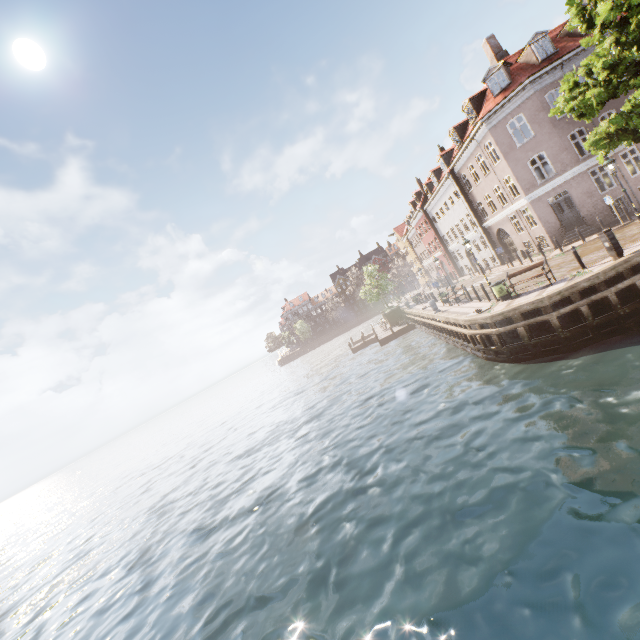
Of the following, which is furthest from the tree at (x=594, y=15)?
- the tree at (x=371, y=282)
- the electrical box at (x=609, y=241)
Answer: the tree at (x=371, y=282)

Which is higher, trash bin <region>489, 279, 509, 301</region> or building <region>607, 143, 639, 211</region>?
building <region>607, 143, 639, 211</region>

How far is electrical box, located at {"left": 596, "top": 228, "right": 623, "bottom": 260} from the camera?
12.4m

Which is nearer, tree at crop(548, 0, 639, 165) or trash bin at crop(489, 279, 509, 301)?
tree at crop(548, 0, 639, 165)

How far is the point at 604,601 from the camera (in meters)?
4.89

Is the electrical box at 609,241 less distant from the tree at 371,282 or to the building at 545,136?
the building at 545,136

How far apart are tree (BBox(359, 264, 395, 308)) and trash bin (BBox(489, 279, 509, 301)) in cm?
2751

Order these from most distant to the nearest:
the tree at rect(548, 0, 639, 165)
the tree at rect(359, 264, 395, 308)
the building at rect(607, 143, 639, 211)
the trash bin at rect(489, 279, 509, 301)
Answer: the tree at rect(359, 264, 395, 308), the building at rect(607, 143, 639, 211), the trash bin at rect(489, 279, 509, 301), the tree at rect(548, 0, 639, 165)
